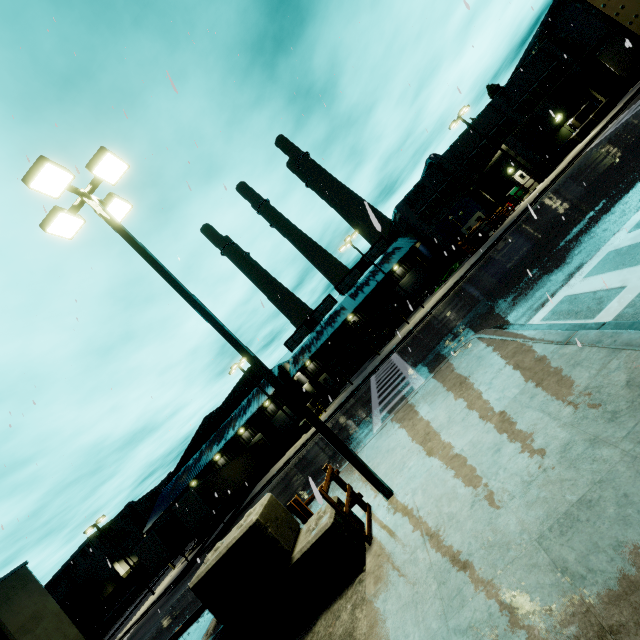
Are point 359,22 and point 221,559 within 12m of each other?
no

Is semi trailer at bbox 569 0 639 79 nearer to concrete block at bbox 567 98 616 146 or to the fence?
concrete block at bbox 567 98 616 146

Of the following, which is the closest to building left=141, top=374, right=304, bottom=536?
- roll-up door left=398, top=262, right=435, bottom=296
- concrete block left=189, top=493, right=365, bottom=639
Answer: roll-up door left=398, top=262, right=435, bottom=296

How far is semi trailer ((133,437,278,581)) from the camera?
26.5 meters

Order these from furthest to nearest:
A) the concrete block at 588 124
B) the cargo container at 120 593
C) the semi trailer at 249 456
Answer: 1. the cargo container at 120 593
2. the concrete block at 588 124
3. the semi trailer at 249 456

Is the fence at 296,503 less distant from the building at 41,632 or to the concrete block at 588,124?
the building at 41,632

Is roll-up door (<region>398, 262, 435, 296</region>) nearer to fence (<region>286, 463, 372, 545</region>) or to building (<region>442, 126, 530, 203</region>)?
building (<region>442, 126, 530, 203</region>)

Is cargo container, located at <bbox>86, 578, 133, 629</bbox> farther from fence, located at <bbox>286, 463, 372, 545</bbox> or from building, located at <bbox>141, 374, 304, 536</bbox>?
fence, located at <bbox>286, 463, 372, 545</bbox>
